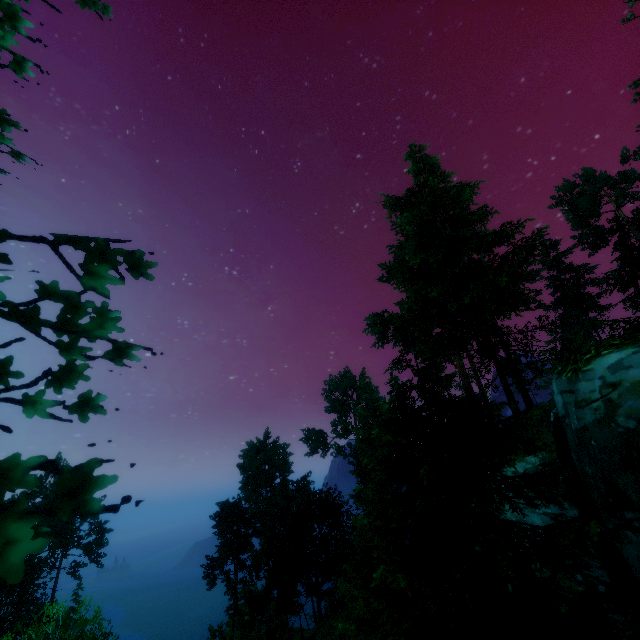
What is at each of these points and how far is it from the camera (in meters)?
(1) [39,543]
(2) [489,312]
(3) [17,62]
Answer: (1) tree, 1.82
(2) tree, 16.45
(3) tree, 5.41

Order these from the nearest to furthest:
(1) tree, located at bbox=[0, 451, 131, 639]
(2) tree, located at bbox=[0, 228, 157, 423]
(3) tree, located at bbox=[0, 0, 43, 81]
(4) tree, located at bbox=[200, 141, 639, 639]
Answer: (1) tree, located at bbox=[0, 451, 131, 639], (2) tree, located at bbox=[0, 228, 157, 423], (3) tree, located at bbox=[0, 0, 43, 81], (4) tree, located at bbox=[200, 141, 639, 639]

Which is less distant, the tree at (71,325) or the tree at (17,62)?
the tree at (71,325)

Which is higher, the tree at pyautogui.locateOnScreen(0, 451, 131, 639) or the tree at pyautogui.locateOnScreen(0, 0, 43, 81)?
the tree at pyautogui.locateOnScreen(0, 0, 43, 81)

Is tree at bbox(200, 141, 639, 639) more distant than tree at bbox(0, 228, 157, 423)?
Yes
